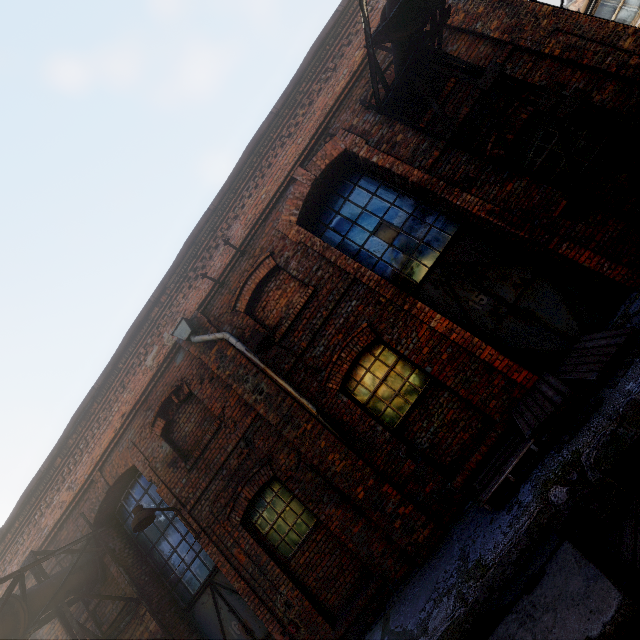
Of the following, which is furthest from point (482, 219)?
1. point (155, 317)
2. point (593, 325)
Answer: point (155, 317)

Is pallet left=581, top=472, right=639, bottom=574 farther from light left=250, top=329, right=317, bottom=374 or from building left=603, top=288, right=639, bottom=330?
light left=250, top=329, right=317, bottom=374

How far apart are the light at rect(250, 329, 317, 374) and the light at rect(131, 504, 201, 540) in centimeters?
385cm

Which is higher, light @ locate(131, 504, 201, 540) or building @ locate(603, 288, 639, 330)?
light @ locate(131, 504, 201, 540)

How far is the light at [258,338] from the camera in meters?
5.7 m

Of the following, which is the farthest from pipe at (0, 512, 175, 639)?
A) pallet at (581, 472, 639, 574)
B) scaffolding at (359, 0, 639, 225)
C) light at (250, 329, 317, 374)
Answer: pallet at (581, 472, 639, 574)

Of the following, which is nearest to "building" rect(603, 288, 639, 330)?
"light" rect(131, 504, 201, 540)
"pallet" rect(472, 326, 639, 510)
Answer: "pallet" rect(472, 326, 639, 510)

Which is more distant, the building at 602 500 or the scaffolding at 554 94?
the scaffolding at 554 94
